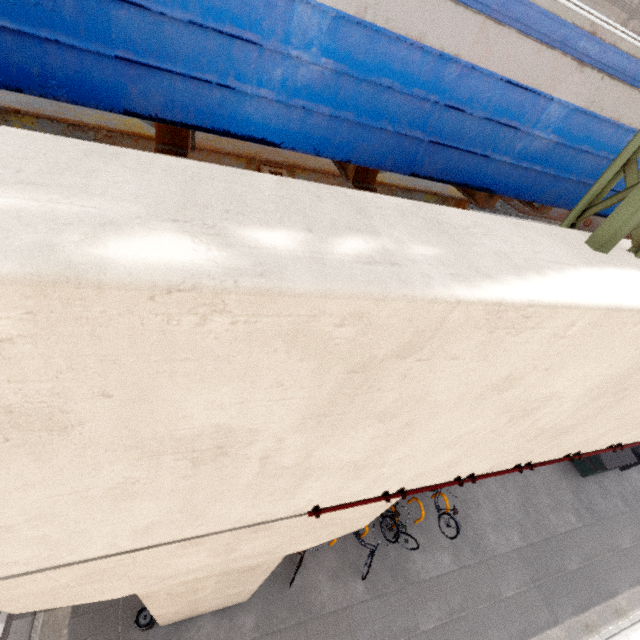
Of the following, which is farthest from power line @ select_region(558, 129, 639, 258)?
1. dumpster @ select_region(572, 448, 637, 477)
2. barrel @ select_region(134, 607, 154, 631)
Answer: dumpster @ select_region(572, 448, 637, 477)

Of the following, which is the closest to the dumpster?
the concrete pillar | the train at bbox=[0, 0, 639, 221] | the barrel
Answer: the train at bbox=[0, 0, 639, 221]

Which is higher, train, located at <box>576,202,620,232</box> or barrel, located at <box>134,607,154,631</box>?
train, located at <box>576,202,620,232</box>

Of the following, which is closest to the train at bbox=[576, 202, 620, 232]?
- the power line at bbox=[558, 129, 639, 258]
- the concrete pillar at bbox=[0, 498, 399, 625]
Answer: the power line at bbox=[558, 129, 639, 258]

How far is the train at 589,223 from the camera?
2.9m

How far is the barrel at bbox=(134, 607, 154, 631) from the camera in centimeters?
683cm

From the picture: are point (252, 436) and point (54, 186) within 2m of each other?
yes

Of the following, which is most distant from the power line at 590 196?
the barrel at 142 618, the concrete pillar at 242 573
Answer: the barrel at 142 618
